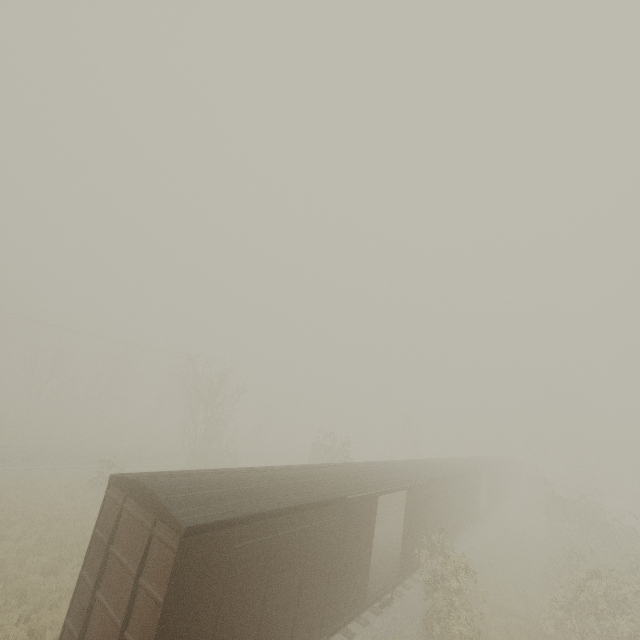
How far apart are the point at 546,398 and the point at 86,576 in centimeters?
6429cm
